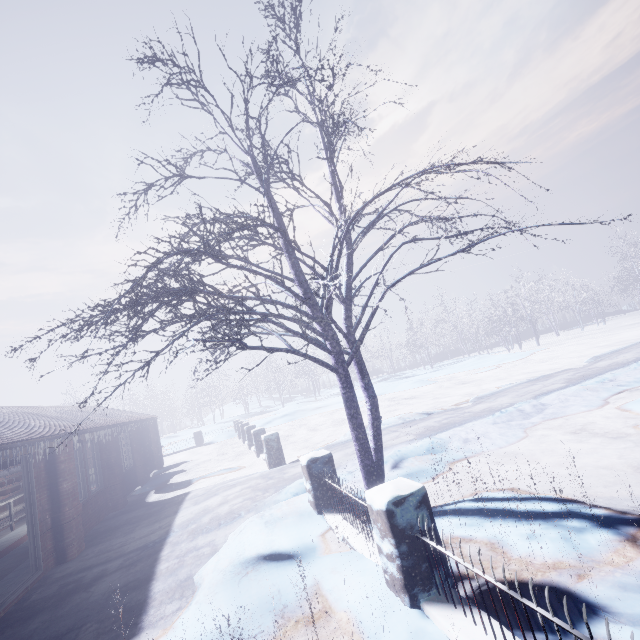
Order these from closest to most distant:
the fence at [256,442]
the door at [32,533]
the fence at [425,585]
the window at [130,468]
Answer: the fence at [425,585] → the door at [32,533] → the window at [130,468] → the fence at [256,442]

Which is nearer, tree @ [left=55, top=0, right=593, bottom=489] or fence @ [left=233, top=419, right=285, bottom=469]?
tree @ [left=55, top=0, right=593, bottom=489]

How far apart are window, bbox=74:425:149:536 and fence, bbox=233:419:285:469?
3.75m

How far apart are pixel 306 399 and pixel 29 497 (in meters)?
31.20

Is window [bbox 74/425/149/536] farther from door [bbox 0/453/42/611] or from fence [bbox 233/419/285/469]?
fence [bbox 233/419/285/469]

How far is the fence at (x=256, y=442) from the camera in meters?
9.0

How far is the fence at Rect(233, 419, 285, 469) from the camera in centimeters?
901cm

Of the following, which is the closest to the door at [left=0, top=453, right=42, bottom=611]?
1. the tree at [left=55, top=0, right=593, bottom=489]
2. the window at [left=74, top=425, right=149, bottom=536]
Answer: the window at [left=74, top=425, right=149, bottom=536]
